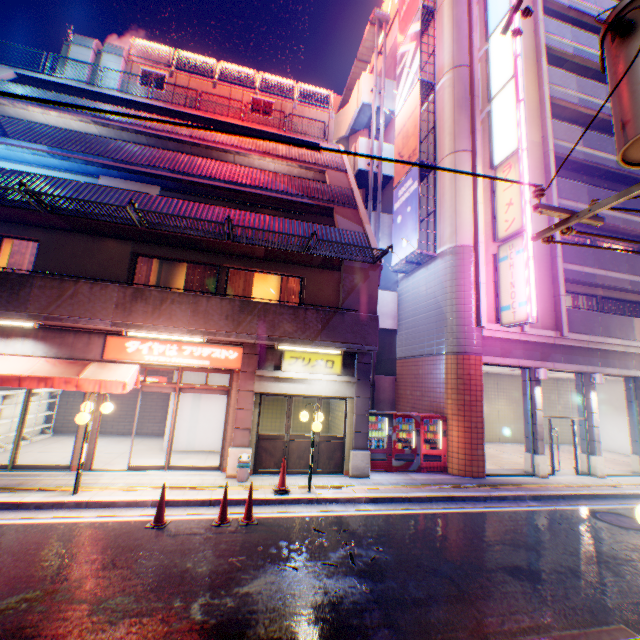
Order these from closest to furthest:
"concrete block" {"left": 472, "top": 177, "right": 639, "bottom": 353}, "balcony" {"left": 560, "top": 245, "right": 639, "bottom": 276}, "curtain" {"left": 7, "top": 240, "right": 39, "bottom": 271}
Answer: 1. "curtain" {"left": 7, "top": 240, "right": 39, "bottom": 271}
2. "concrete block" {"left": 472, "top": 177, "right": 639, "bottom": 353}
3. "balcony" {"left": 560, "top": 245, "right": 639, "bottom": 276}

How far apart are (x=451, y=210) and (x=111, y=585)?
15.44m

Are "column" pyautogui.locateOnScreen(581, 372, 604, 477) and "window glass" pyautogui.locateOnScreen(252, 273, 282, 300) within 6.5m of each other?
no

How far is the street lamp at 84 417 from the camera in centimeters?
769cm

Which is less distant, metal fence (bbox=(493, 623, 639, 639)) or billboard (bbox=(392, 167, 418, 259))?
metal fence (bbox=(493, 623, 639, 639))

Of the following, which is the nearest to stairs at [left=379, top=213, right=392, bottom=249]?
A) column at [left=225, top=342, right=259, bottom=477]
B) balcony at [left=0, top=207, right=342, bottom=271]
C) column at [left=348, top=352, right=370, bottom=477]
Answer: balcony at [left=0, top=207, right=342, bottom=271]

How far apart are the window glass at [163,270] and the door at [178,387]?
1.8m

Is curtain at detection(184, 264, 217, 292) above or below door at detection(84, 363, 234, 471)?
above
